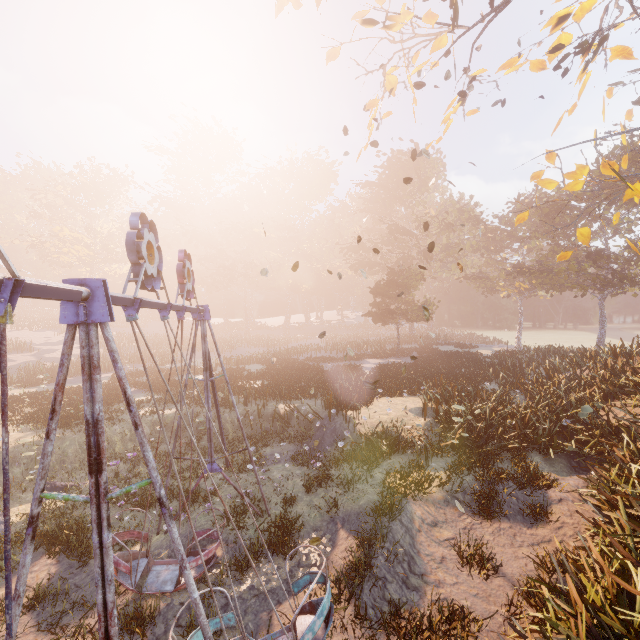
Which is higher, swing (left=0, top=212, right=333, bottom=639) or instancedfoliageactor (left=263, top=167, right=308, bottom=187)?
instancedfoliageactor (left=263, top=167, right=308, bottom=187)

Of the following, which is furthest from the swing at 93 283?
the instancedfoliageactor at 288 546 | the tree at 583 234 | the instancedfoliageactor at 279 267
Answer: the tree at 583 234

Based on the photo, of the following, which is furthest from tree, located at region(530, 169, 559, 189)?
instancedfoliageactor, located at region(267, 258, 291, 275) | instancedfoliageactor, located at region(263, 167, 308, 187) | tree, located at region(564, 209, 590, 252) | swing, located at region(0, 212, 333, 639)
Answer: instancedfoliageactor, located at region(263, 167, 308, 187)

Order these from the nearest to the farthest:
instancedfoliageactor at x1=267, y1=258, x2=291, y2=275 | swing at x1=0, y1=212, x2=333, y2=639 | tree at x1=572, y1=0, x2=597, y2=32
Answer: swing at x1=0, y1=212, x2=333, y2=639 < tree at x1=572, y1=0, x2=597, y2=32 < instancedfoliageactor at x1=267, y1=258, x2=291, y2=275

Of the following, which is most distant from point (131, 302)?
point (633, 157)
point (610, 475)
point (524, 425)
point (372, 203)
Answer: point (372, 203)

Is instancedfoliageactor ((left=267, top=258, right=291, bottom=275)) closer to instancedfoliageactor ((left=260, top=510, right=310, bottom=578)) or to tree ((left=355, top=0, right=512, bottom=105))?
instancedfoliageactor ((left=260, top=510, right=310, bottom=578))

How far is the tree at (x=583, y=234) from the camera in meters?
11.8

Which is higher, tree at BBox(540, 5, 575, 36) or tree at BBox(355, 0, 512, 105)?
tree at BBox(540, 5, 575, 36)
